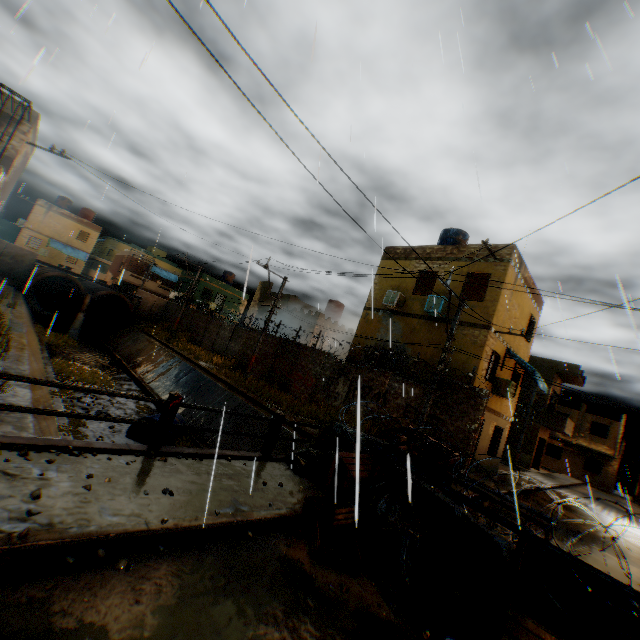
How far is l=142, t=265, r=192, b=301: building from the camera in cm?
4053

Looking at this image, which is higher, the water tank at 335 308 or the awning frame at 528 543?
the water tank at 335 308

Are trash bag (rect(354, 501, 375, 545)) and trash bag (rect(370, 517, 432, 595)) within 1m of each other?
yes

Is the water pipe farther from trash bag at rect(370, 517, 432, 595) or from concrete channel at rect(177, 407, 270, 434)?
trash bag at rect(370, 517, 432, 595)

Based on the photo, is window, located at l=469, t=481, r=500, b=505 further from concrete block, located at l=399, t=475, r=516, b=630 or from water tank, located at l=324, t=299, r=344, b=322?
water tank, located at l=324, t=299, r=344, b=322

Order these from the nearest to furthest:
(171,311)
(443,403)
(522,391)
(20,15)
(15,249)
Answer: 1. (20,15)
2. (443,403)
3. (15,249)
4. (522,391)
5. (171,311)

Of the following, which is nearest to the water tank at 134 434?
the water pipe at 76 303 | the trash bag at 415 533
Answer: the water pipe at 76 303
